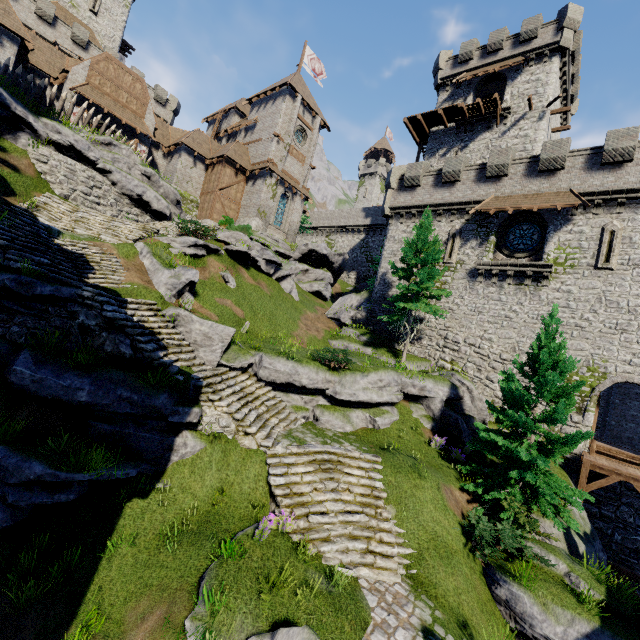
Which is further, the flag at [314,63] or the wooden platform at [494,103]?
the flag at [314,63]

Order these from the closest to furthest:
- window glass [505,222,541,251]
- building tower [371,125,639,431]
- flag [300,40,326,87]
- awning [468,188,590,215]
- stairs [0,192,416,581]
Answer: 1. stairs [0,192,416,581]
2. building tower [371,125,639,431]
3. awning [468,188,590,215]
4. window glass [505,222,541,251]
5. flag [300,40,326,87]

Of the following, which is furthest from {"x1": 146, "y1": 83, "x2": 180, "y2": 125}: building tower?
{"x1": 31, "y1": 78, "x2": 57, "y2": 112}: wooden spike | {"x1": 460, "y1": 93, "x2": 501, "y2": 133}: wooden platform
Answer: {"x1": 460, "y1": 93, "x2": 501, "y2": 133}: wooden platform

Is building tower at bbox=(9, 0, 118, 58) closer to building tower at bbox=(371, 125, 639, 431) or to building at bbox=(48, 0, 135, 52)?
building at bbox=(48, 0, 135, 52)

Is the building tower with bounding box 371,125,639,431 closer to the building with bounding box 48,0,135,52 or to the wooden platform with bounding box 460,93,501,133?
the wooden platform with bounding box 460,93,501,133

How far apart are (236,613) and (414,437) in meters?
10.1 m

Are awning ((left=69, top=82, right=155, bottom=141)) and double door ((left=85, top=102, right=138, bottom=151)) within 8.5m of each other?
yes

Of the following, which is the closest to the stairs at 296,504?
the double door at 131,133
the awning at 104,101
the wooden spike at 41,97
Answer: the wooden spike at 41,97
